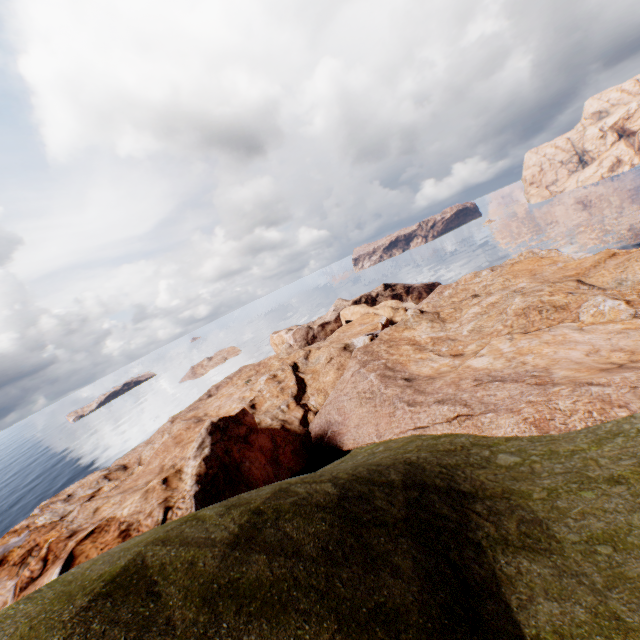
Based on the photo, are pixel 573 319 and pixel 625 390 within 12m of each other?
no
